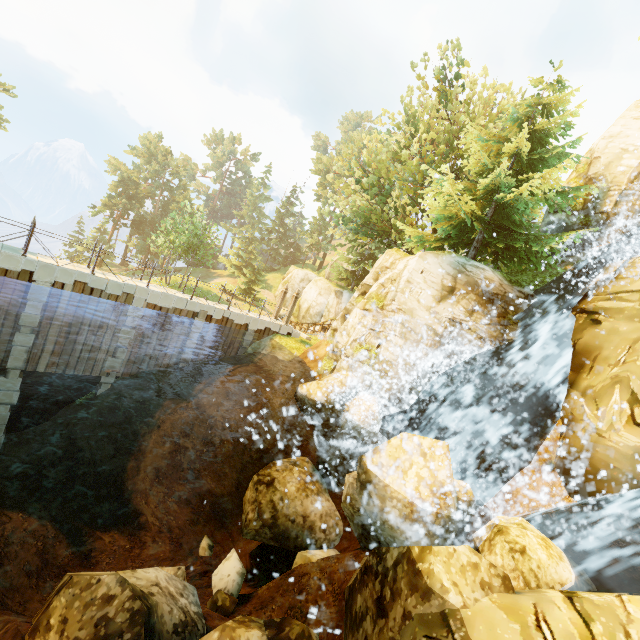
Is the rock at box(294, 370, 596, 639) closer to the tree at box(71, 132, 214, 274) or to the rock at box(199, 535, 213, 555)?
the rock at box(199, 535, 213, 555)

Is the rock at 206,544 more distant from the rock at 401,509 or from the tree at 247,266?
the tree at 247,266

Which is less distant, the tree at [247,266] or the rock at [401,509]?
the rock at [401,509]

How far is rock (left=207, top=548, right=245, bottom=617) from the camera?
8.7m

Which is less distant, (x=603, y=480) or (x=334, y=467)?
(x=603, y=480)

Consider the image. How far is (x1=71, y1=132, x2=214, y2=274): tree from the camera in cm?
3512
